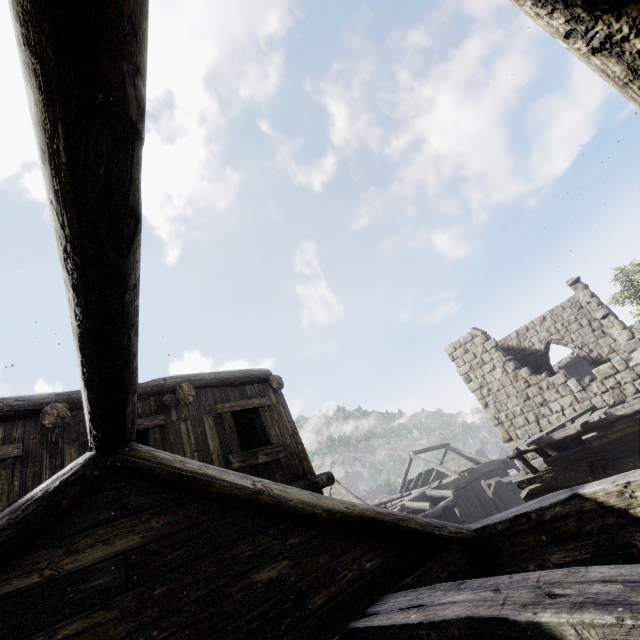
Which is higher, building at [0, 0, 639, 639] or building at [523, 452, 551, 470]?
building at [0, 0, 639, 639]

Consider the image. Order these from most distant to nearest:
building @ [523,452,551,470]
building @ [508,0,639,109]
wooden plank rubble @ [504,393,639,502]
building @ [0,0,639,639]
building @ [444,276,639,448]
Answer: building @ [523,452,551,470] < building @ [444,276,639,448] < wooden plank rubble @ [504,393,639,502] < building @ [0,0,639,639] < building @ [508,0,639,109]

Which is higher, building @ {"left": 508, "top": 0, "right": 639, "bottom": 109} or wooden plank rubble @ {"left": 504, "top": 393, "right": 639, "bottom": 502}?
building @ {"left": 508, "top": 0, "right": 639, "bottom": 109}

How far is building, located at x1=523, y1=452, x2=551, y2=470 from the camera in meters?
12.8 m

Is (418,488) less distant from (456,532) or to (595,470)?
(595,470)

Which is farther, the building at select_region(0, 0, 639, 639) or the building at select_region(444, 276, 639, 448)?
the building at select_region(444, 276, 639, 448)

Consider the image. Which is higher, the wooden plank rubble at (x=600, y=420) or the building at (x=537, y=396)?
the building at (x=537, y=396)

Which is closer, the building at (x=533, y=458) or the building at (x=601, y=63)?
the building at (x=601, y=63)
